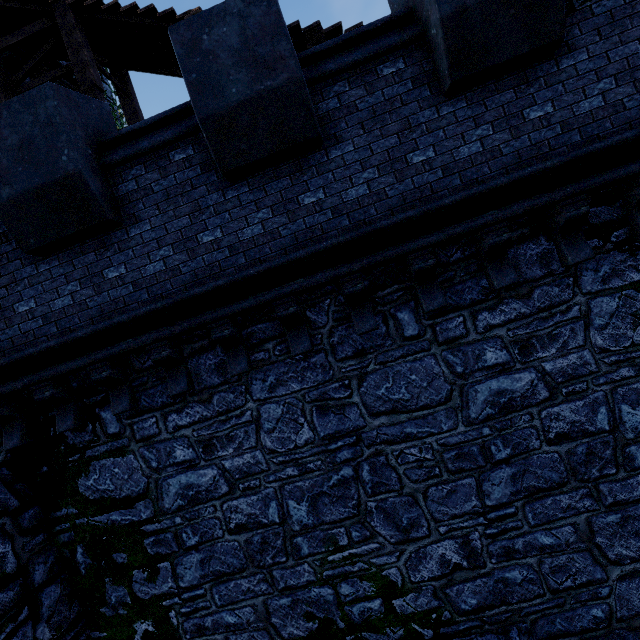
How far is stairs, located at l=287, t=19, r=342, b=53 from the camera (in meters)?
5.70

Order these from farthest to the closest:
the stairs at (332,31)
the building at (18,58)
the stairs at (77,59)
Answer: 1. the building at (18,58)
2. the stairs at (77,59)
3. the stairs at (332,31)

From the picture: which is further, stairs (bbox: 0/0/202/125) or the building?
the building

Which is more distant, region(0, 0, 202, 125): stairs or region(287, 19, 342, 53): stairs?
region(0, 0, 202, 125): stairs

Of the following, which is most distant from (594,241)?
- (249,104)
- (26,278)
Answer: (26,278)

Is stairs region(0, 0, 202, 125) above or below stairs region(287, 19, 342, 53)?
above

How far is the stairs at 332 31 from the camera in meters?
5.7

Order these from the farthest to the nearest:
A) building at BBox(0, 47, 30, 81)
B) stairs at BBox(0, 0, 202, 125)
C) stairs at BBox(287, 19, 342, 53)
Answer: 1. building at BBox(0, 47, 30, 81)
2. stairs at BBox(0, 0, 202, 125)
3. stairs at BBox(287, 19, 342, 53)
